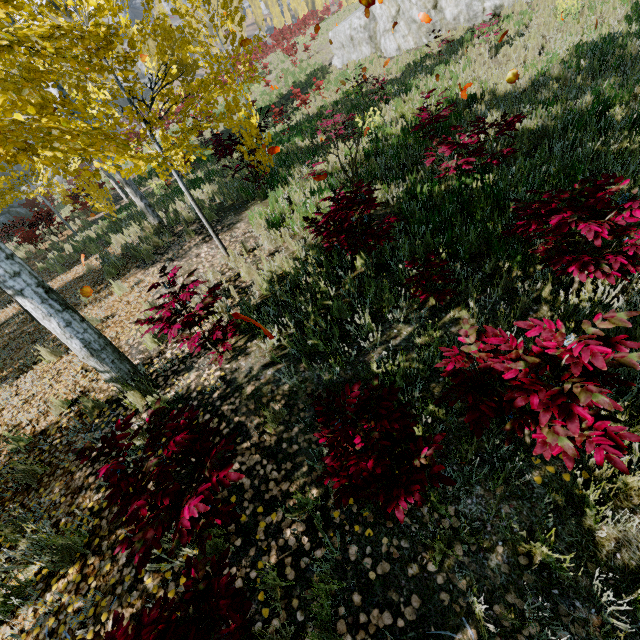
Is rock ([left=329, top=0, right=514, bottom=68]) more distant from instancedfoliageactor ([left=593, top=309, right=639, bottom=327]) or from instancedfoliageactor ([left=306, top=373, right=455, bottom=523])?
instancedfoliageactor ([left=306, top=373, right=455, bottom=523])

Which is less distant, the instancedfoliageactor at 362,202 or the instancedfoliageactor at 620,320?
the instancedfoliageactor at 620,320

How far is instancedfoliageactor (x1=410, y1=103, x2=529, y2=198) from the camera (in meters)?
4.84

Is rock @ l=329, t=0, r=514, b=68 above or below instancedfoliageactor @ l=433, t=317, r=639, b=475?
above

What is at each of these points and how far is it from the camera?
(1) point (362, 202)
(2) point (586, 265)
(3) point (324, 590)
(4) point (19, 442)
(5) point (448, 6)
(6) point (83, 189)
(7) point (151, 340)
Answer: (1) instancedfoliageactor, 4.25m
(2) instancedfoliageactor, 2.59m
(3) instancedfoliageactor, 2.14m
(4) instancedfoliageactor, 4.16m
(5) rock, 15.02m
(6) instancedfoliageactor, 19.33m
(7) instancedfoliageactor, 4.90m

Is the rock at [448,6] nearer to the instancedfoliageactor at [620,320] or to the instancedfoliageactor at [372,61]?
the instancedfoliageactor at [372,61]

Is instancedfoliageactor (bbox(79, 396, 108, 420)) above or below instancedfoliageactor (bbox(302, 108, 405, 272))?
below

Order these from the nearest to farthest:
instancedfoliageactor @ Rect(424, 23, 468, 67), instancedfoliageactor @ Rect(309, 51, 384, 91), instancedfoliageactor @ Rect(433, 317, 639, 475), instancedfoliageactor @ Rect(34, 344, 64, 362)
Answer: instancedfoliageactor @ Rect(433, 317, 639, 475) < instancedfoliageactor @ Rect(34, 344, 64, 362) < instancedfoliageactor @ Rect(424, 23, 468, 67) < instancedfoliageactor @ Rect(309, 51, 384, 91)
